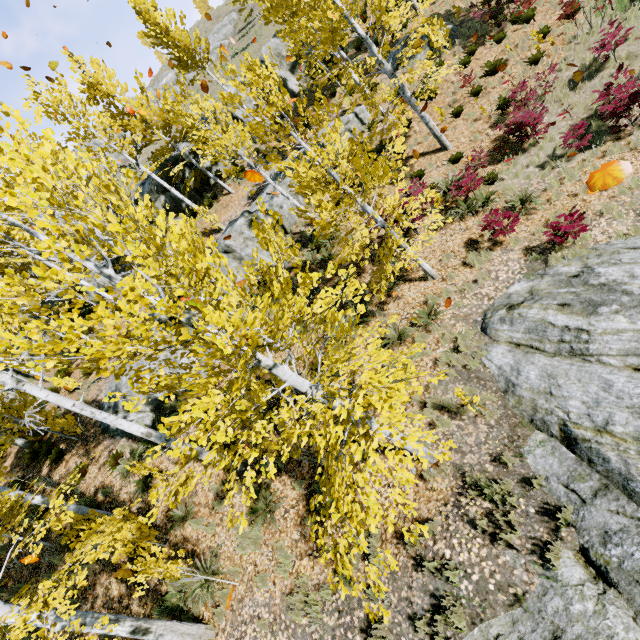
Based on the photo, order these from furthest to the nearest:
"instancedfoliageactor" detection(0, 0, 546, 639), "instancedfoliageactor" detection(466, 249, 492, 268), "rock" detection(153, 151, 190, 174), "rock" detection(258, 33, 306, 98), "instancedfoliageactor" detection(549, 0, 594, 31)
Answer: "rock" detection(258, 33, 306, 98)
"rock" detection(153, 151, 190, 174)
"instancedfoliageactor" detection(549, 0, 594, 31)
"instancedfoliageactor" detection(466, 249, 492, 268)
"instancedfoliageactor" detection(0, 0, 546, 639)

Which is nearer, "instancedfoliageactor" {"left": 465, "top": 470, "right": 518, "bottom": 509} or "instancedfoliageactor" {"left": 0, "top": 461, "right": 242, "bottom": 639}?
"instancedfoliageactor" {"left": 0, "top": 461, "right": 242, "bottom": 639}

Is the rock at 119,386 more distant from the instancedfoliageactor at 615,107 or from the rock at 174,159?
the rock at 174,159

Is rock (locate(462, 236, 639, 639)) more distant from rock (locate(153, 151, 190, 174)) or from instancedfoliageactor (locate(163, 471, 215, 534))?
rock (locate(153, 151, 190, 174))

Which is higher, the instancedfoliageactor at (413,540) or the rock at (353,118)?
the rock at (353,118)

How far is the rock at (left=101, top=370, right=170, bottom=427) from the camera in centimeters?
1112cm

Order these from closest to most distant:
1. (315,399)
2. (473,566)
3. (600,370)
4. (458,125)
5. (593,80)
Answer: (473,566)
(600,370)
(315,399)
(593,80)
(458,125)

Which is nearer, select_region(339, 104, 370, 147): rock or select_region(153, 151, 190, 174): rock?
select_region(339, 104, 370, 147): rock
